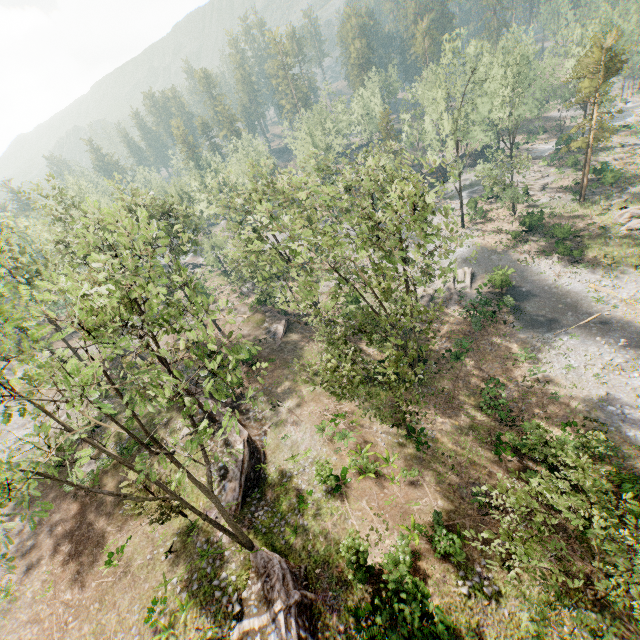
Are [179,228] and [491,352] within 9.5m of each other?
no

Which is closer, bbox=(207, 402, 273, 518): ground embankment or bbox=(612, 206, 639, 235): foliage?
bbox=(207, 402, 273, 518): ground embankment

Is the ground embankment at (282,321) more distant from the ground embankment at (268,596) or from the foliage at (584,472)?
the ground embankment at (268,596)

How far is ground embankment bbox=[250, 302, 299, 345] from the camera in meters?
37.2 m

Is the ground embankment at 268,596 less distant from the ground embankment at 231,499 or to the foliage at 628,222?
the foliage at 628,222

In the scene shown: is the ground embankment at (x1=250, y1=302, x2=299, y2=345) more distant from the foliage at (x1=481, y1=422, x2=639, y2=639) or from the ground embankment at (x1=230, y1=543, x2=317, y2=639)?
the ground embankment at (x1=230, y1=543, x2=317, y2=639)

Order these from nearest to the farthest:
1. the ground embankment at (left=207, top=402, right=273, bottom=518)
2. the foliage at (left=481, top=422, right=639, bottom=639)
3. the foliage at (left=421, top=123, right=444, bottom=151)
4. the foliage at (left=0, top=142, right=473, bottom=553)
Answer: the foliage at (left=0, top=142, right=473, bottom=553)
the foliage at (left=481, top=422, right=639, bottom=639)
the ground embankment at (left=207, top=402, right=273, bottom=518)
the foliage at (left=421, top=123, right=444, bottom=151)

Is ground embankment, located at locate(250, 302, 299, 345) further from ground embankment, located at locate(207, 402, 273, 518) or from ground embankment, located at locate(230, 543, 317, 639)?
ground embankment, located at locate(230, 543, 317, 639)
